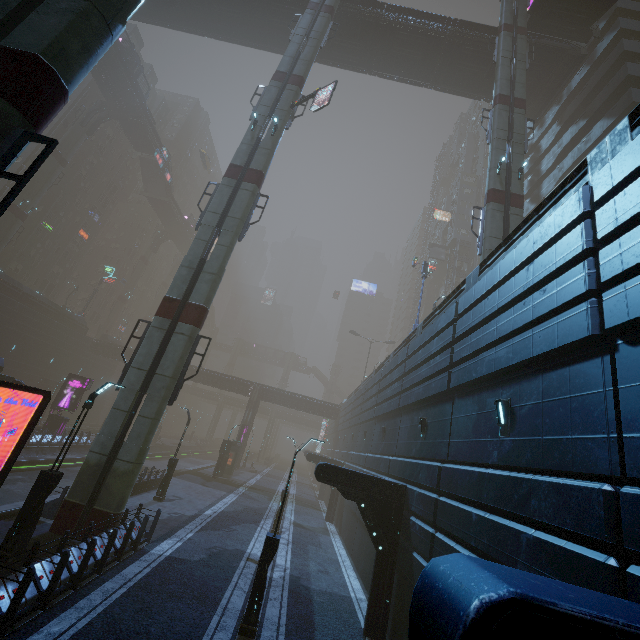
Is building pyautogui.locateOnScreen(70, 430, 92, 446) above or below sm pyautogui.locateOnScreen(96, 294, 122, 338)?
below

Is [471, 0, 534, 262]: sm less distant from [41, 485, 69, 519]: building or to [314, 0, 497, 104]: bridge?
[314, 0, 497, 104]: bridge

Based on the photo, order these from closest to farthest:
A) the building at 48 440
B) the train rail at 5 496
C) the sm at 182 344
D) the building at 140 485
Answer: the sm at 182 344, the train rail at 5 496, the building at 140 485, the building at 48 440

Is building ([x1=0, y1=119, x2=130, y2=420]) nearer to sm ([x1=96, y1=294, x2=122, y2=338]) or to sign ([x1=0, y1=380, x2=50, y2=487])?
sign ([x1=0, y1=380, x2=50, y2=487])

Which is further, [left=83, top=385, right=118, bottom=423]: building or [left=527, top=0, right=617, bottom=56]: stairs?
[left=83, top=385, right=118, bottom=423]: building

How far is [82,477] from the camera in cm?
1259

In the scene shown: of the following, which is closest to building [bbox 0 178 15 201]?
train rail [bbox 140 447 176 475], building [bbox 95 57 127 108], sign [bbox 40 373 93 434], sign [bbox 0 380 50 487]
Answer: train rail [bbox 140 447 176 475]

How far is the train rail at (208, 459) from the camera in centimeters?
3603cm
